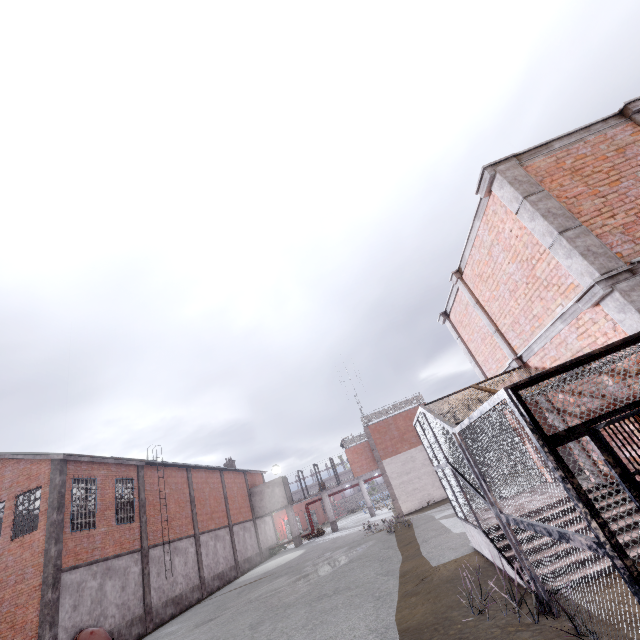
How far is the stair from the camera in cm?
715

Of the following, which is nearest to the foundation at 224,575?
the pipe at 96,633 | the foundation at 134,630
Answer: the foundation at 134,630

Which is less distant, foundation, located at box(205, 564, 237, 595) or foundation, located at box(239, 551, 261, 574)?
foundation, located at box(205, 564, 237, 595)

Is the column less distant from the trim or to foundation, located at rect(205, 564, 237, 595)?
foundation, located at rect(205, 564, 237, 595)

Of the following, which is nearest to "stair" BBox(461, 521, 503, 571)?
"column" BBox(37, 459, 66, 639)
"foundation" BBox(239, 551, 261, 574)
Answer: "column" BBox(37, 459, 66, 639)

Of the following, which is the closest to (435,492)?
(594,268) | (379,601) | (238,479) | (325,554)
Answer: (325,554)

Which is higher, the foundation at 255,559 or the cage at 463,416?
the cage at 463,416

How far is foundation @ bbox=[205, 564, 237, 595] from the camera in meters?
23.8 m
